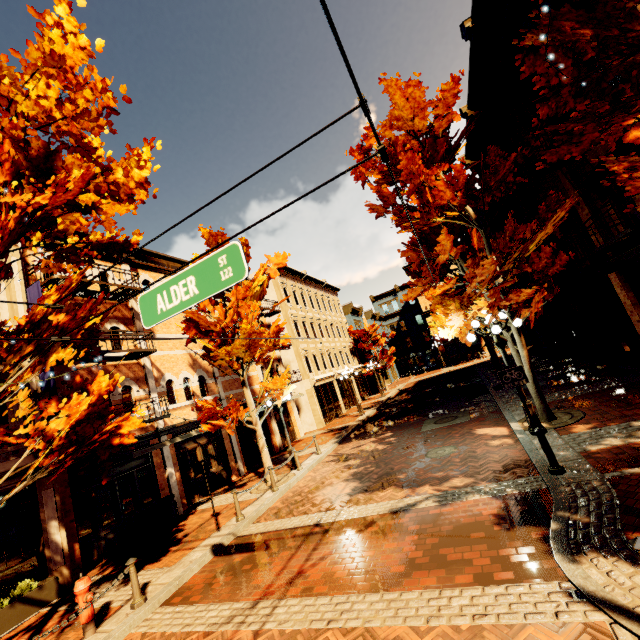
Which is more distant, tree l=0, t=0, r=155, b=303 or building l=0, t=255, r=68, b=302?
building l=0, t=255, r=68, b=302

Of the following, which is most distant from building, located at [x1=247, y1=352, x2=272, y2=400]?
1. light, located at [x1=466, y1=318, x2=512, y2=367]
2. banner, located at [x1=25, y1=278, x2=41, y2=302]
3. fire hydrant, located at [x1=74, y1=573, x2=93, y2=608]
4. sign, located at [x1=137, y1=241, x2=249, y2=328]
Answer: light, located at [x1=466, y1=318, x2=512, y2=367]

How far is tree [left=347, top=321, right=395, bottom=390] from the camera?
35.4 meters

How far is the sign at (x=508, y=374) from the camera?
7.5m

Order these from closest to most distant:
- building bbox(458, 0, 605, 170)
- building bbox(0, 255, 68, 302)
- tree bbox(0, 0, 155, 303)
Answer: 1. tree bbox(0, 0, 155, 303)
2. building bbox(458, 0, 605, 170)
3. building bbox(0, 255, 68, 302)

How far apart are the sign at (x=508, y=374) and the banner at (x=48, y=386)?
12.05m

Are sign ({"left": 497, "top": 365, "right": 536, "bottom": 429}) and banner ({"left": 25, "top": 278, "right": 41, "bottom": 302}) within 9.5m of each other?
no

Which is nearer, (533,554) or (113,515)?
(533,554)
